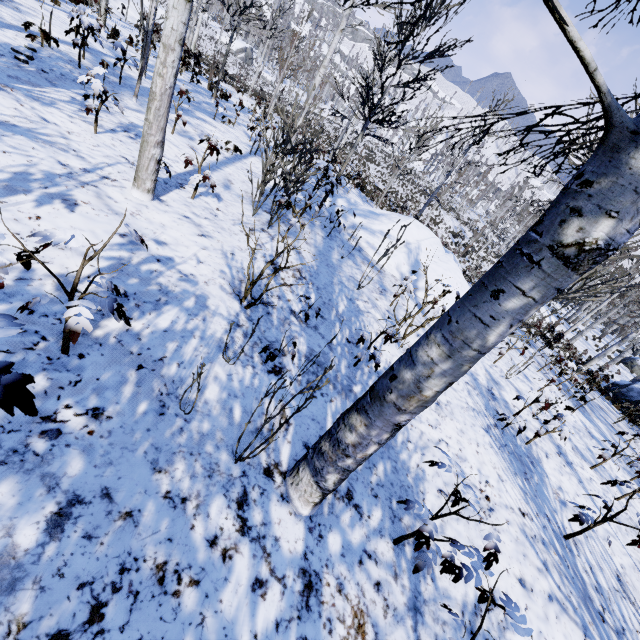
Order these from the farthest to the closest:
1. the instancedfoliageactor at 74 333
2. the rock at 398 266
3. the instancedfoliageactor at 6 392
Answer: the rock at 398 266
the instancedfoliageactor at 74 333
the instancedfoliageactor at 6 392

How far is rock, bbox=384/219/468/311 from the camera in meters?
8.9 m

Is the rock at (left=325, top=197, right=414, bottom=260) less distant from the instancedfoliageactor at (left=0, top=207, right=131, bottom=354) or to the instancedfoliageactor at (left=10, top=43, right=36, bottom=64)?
the instancedfoliageactor at (left=10, top=43, right=36, bottom=64)

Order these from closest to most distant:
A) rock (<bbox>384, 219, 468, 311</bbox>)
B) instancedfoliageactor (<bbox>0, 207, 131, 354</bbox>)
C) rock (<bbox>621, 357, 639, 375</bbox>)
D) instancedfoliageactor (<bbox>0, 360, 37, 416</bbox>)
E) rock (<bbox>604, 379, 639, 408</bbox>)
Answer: instancedfoliageactor (<bbox>0, 360, 37, 416</bbox>), instancedfoliageactor (<bbox>0, 207, 131, 354</bbox>), rock (<bbox>384, 219, 468, 311</bbox>), rock (<bbox>604, 379, 639, 408</bbox>), rock (<bbox>621, 357, 639, 375</bbox>)

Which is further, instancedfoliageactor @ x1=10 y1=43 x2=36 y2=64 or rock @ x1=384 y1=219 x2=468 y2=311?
rock @ x1=384 y1=219 x2=468 y2=311

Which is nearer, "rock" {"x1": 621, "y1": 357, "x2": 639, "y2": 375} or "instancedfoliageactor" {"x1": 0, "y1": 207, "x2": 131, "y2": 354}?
"instancedfoliageactor" {"x1": 0, "y1": 207, "x2": 131, "y2": 354}

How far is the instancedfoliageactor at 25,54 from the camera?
4.9 meters

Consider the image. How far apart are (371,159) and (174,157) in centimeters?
4298cm
